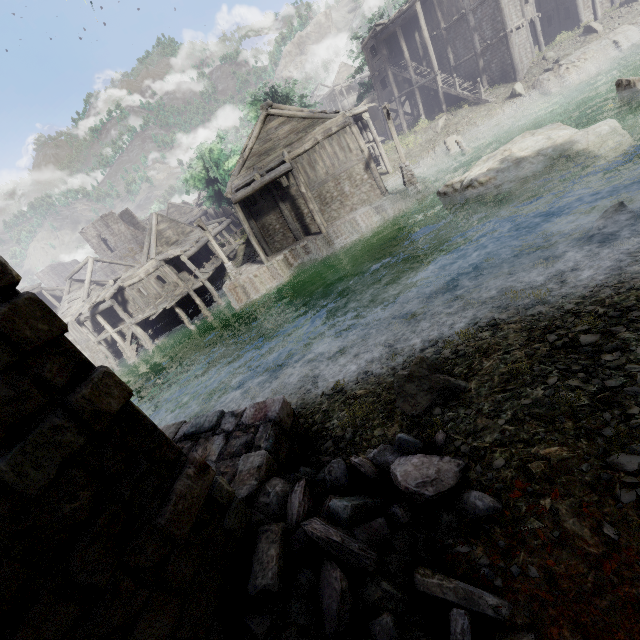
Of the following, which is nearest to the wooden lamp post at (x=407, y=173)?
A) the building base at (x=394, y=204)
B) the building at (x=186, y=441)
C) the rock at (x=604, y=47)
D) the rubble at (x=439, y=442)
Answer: the building base at (x=394, y=204)

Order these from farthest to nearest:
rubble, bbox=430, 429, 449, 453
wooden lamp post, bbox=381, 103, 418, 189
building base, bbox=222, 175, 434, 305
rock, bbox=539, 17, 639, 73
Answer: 1. rock, bbox=539, 17, 639, 73
2. building base, bbox=222, 175, 434, 305
3. wooden lamp post, bbox=381, 103, 418, 189
4. rubble, bbox=430, 429, 449, 453

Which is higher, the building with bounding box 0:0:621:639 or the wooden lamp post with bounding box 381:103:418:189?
the building with bounding box 0:0:621:639

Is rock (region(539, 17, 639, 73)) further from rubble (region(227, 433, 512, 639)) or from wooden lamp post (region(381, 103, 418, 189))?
rubble (region(227, 433, 512, 639))

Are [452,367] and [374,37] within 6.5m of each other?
no

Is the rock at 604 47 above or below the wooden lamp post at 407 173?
above

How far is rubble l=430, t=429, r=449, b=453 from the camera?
4.5 meters

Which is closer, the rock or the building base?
the building base
